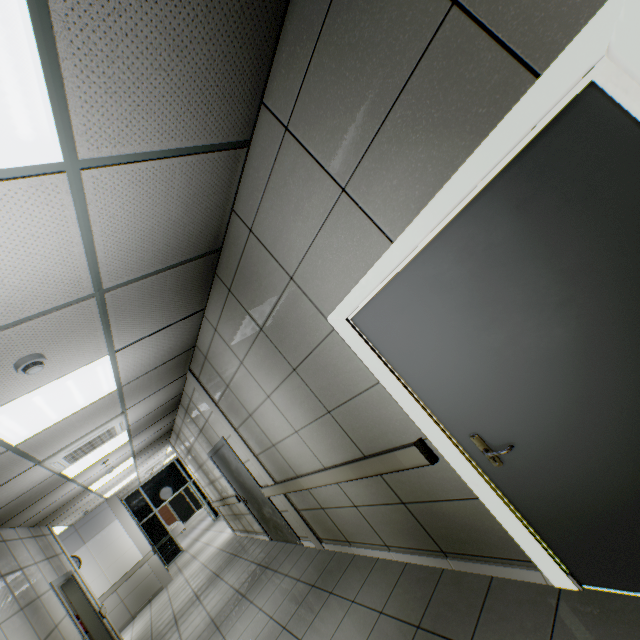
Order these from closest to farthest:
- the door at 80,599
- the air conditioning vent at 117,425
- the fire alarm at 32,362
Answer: the fire alarm at 32,362 → the air conditioning vent at 117,425 → the door at 80,599

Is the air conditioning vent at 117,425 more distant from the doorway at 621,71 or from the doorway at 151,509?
the doorway at 151,509

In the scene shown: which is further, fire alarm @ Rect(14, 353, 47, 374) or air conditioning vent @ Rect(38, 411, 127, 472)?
air conditioning vent @ Rect(38, 411, 127, 472)

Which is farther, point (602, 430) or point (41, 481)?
point (41, 481)

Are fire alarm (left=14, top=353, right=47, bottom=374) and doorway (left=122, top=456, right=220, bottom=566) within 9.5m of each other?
no

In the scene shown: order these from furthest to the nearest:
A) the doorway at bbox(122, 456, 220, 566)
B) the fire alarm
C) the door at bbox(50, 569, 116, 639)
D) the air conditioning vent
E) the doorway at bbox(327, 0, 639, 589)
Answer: the doorway at bbox(122, 456, 220, 566)
the door at bbox(50, 569, 116, 639)
the air conditioning vent
the fire alarm
the doorway at bbox(327, 0, 639, 589)

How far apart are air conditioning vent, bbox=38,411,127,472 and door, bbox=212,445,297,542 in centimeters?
158cm

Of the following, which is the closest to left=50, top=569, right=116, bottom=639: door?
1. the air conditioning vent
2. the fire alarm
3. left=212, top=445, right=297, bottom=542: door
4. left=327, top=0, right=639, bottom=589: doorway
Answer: the air conditioning vent
